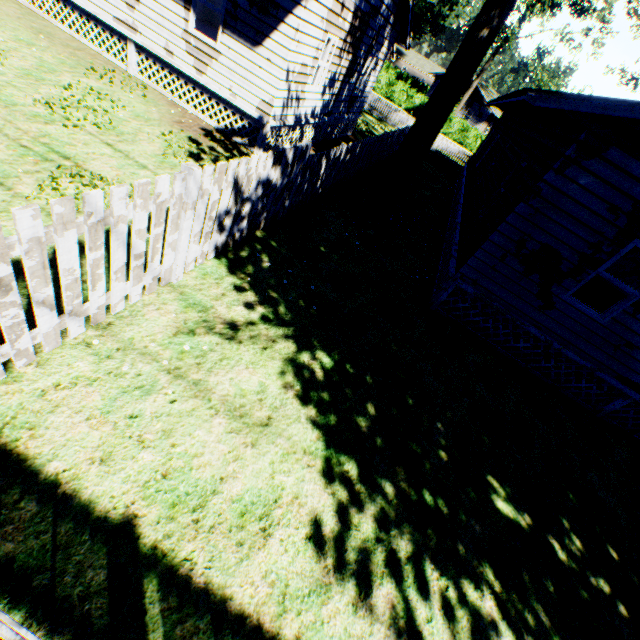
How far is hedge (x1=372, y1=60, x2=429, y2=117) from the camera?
38.8 meters

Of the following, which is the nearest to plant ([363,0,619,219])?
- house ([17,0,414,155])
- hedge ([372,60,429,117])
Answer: house ([17,0,414,155])

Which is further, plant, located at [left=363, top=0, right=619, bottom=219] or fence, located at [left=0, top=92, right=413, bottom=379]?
plant, located at [left=363, top=0, right=619, bottom=219]

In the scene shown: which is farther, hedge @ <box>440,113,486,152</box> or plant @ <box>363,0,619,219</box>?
hedge @ <box>440,113,486,152</box>

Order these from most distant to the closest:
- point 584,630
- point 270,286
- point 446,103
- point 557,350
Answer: point 446,103 < point 557,350 < point 270,286 < point 584,630

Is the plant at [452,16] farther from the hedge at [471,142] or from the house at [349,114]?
the house at [349,114]

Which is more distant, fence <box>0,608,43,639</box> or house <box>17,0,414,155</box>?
house <box>17,0,414,155</box>

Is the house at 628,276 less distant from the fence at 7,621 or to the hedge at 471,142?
the fence at 7,621
